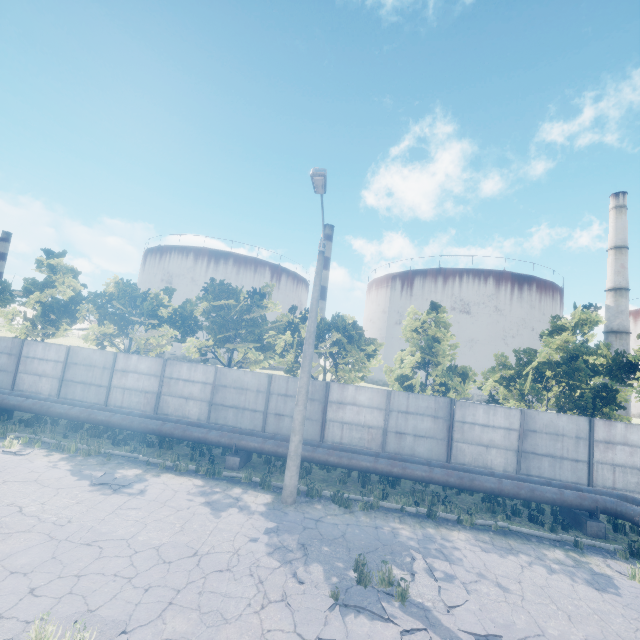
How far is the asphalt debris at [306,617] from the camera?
5.99m

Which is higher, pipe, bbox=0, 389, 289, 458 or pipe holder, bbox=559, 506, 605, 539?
pipe, bbox=0, 389, 289, 458

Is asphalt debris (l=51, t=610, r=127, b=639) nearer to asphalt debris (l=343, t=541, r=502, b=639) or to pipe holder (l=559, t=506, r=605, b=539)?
asphalt debris (l=343, t=541, r=502, b=639)

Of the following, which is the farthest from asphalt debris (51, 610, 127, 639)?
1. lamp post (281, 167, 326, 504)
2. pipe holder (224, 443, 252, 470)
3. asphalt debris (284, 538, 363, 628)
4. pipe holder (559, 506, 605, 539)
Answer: pipe holder (559, 506, 605, 539)

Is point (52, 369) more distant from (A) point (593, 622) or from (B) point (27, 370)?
(A) point (593, 622)

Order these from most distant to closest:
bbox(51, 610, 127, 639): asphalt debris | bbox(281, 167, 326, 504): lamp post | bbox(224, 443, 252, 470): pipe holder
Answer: bbox(224, 443, 252, 470): pipe holder < bbox(281, 167, 326, 504): lamp post < bbox(51, 610, 127, 639): asphalt debris

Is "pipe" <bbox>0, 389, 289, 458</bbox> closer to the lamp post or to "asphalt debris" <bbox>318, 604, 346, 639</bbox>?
the lamp post

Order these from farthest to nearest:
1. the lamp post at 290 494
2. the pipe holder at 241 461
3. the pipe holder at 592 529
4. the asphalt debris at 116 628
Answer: the pipe holder at 241 461 < the pipe holder at 592 529 < the lamp post at 290 494 < the asphalt debris at 116 628
